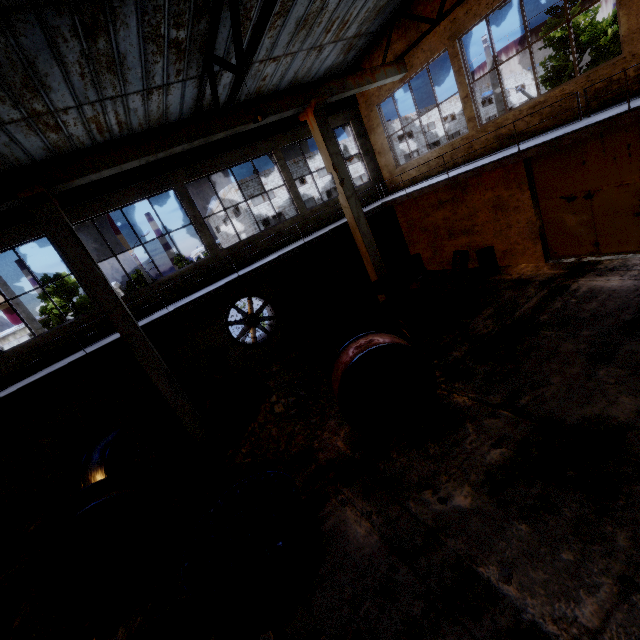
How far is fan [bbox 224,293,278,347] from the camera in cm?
1259

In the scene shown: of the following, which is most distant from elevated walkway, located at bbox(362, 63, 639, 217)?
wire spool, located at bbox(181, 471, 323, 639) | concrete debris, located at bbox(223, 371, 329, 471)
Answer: wire spool, located at bbox(181, 471, 323, 639)

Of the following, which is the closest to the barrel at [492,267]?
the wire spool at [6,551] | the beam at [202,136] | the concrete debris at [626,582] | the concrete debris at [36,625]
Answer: the beam at [202,136]

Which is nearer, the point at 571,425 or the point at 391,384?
the point at 571,425

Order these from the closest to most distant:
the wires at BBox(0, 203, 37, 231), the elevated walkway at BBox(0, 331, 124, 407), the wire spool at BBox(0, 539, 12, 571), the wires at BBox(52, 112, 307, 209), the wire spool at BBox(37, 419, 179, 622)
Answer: the wire spool at BBox(37, 419, 179, 622)
the elevated walkway at BBox(0, 331, 124, 407)
the wire spool at BBox(0, 539, 12, 571)
the wires at BBox(0, 203, 37, 231)
the wires at BBox(52, 112, 307, 209)

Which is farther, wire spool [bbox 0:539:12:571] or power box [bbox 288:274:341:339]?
power box [bbox 288:274:341:339]

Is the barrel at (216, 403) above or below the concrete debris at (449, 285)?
above

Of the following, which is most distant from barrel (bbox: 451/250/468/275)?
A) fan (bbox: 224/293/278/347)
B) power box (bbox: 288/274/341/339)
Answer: fan (bbox: 224/293/278/347)
